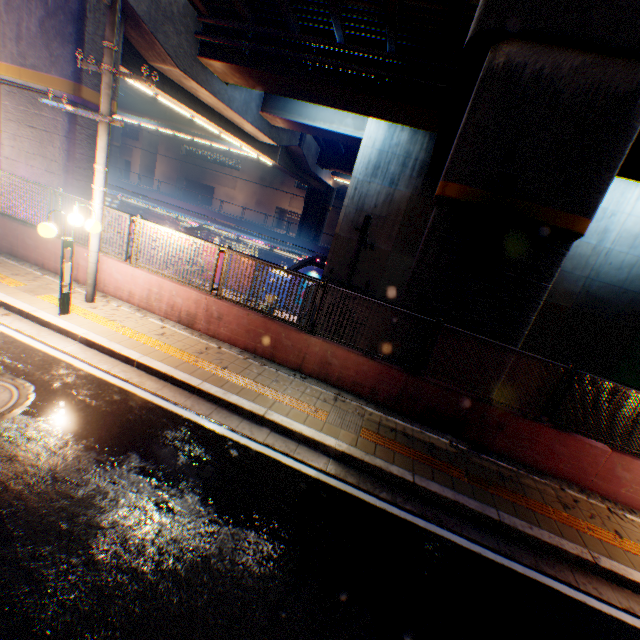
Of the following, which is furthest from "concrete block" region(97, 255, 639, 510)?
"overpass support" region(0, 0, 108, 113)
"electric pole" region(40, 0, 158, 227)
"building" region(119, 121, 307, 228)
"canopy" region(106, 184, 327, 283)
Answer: "building" region(119, 121, 307, 228)

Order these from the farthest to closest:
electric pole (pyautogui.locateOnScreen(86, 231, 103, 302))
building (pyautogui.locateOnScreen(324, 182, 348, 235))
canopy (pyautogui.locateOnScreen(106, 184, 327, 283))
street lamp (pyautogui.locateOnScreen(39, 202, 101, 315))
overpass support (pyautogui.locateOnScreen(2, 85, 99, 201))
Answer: building (pyautogui.locateOnScreen(324, 182, 348, 235)), canopy (pyautogui.locateOnScreen(106, 184, 327, 283)), overpass support (pyautogui.locateOnScreen(2, 85, 99, 201)), electric pole (pyautogui.locateOnScreen(86, 231, 103, 302)), street lamp (pyautogui.locateOnScreen(39, 202, 101, 315))

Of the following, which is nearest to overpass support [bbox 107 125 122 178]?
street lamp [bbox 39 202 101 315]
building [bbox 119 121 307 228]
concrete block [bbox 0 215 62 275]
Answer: concrete block [bbox 0 215 62 275]

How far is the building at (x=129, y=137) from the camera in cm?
5084

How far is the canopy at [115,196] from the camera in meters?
18.4

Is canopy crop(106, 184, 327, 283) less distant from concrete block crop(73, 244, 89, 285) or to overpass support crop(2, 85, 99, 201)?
overpass support crop(2, 85, 99, 201)

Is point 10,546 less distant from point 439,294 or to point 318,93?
point 439,294

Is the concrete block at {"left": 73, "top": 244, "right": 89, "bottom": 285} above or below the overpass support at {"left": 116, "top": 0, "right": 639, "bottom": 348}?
below
